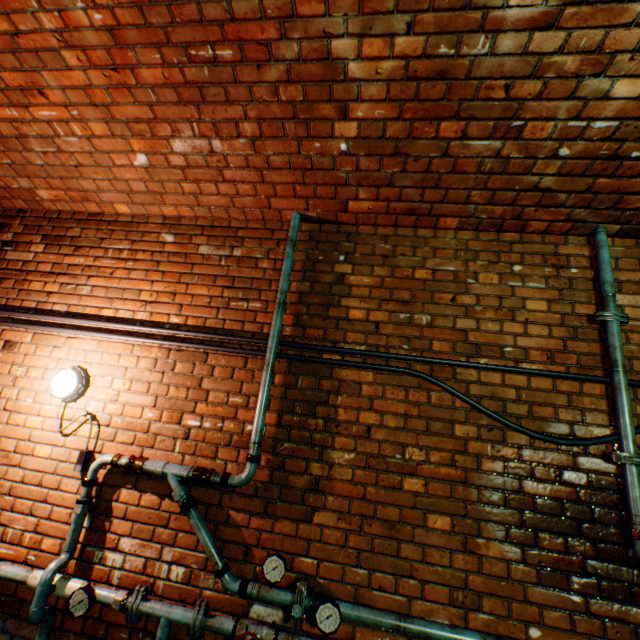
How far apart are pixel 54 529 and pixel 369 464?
2.20m

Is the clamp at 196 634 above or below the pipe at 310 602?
below

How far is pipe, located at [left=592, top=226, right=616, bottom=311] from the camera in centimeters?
213cm

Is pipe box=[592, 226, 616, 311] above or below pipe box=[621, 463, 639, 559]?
above

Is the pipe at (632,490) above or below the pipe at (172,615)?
above

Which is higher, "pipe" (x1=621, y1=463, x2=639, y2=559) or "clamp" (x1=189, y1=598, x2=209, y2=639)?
"pipe" (x1=621, y1=463, x2=639, y2=559)

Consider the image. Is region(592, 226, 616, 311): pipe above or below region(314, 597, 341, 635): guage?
above

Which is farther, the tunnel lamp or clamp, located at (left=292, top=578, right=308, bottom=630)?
the tunnel lamp
